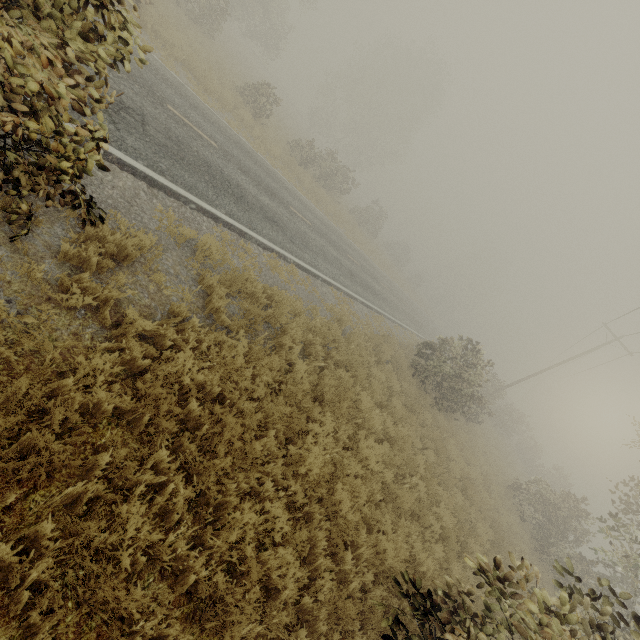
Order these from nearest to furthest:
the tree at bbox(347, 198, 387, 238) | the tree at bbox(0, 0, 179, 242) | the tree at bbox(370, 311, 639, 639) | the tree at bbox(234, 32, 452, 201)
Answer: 1. the tree at bbox(0, 0, 179, 242)
2. the tree at bbox(370, 311, 639, 639)
3. the tree at bbox(234, 32, 452, 201)
4. the tree at bbox(347, 198, 387, 238)

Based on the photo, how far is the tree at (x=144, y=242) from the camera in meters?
4.8

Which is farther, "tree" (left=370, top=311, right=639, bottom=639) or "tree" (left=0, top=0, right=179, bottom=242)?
"tree" (left=370, top=311, right=639, bottom=639)

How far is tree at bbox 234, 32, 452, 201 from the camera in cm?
2253

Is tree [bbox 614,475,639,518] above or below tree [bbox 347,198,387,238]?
above

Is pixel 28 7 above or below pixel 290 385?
above

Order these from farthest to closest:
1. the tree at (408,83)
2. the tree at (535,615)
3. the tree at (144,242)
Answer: the tree at (408,83) → the tree at (144,242) → the tree at (535,615)
